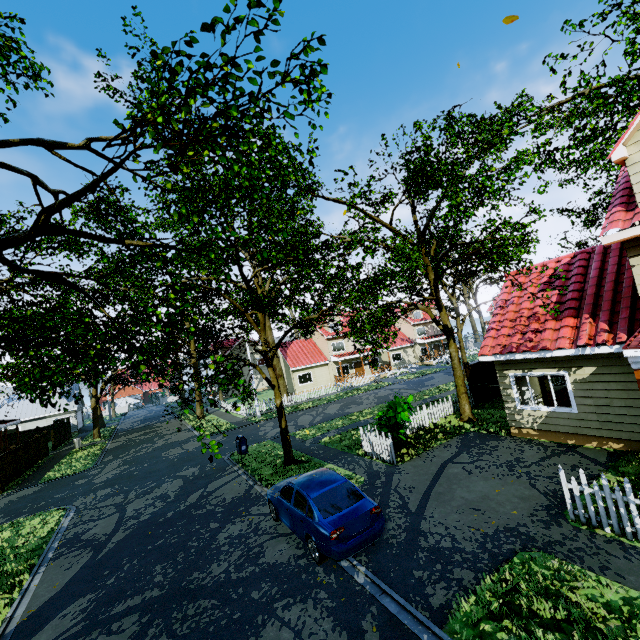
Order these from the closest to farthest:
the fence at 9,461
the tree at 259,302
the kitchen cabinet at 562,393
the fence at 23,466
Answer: the tree at 259,302, the kitchen cabinet at 562,393, the fence at 9,461, the fence at 23,466

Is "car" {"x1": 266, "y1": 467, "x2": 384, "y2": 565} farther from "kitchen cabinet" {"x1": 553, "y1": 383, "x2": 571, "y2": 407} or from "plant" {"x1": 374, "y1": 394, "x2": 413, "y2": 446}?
"kitchen cabinet" {"x1": 553, "y1": 383, "x2": 571, "y2": 407}

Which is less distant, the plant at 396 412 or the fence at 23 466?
the plant at 396 412

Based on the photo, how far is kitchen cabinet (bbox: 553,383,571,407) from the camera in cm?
1341

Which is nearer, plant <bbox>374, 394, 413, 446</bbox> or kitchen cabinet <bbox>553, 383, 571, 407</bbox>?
plant <bbox>374, 394, 413, 446</bbox>

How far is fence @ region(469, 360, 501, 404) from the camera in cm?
1817

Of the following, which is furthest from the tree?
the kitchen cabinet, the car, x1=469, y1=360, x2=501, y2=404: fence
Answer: the car

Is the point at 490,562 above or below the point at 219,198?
below
